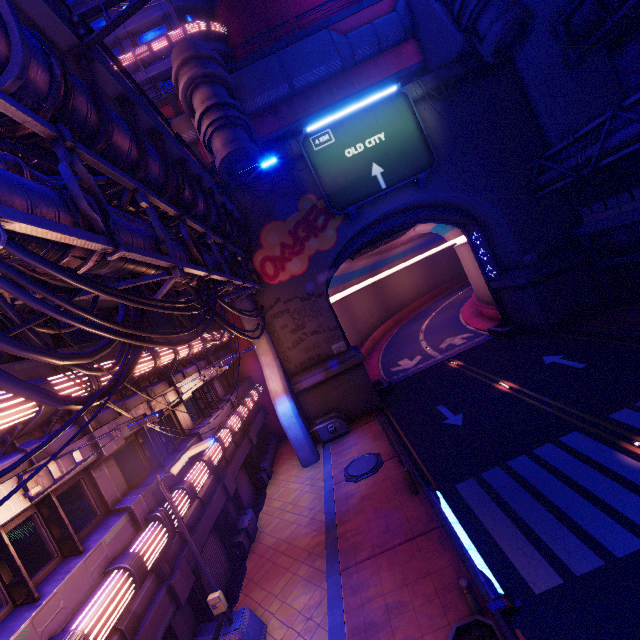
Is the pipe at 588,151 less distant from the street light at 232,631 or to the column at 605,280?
the column at 605,280

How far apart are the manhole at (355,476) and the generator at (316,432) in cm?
318

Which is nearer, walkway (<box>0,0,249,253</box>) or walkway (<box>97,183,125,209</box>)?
walkway (<box>0,0,249,253</box>)

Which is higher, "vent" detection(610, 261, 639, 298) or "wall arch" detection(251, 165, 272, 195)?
"wall arch" detection(251, 165, 272, 195)

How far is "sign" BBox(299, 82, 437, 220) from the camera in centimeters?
2059cm

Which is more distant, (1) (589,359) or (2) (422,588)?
(1) (589,359)

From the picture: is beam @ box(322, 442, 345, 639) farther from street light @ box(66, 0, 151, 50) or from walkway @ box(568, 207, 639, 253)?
walkway @ box(568, 207, 639, 253)

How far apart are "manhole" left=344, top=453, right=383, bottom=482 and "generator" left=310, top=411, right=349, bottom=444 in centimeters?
318cm
